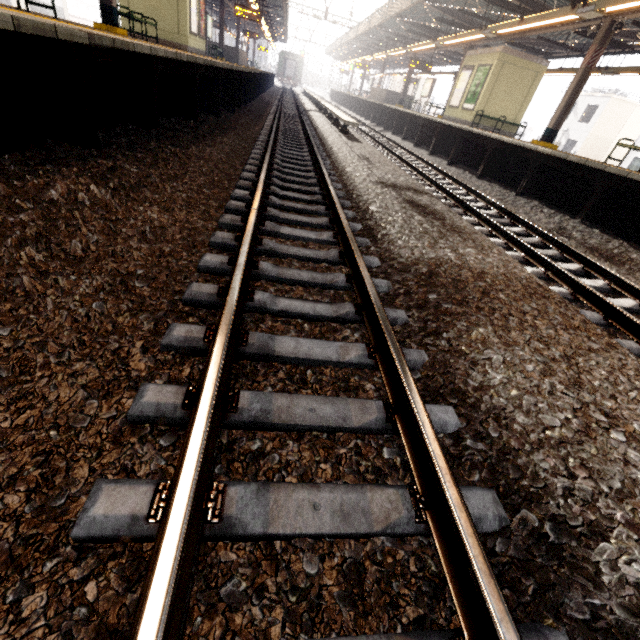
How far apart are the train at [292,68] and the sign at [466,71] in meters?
46.3

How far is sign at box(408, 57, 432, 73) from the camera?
20.2 meters

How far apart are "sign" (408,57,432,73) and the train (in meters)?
40.93

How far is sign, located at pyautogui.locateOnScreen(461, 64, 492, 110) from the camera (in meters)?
14.45

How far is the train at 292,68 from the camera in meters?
51.3

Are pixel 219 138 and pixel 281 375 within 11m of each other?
yes

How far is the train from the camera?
51.31m

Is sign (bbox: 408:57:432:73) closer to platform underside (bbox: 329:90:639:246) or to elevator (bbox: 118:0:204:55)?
platform underside (bbox: 329:90:639:246)
